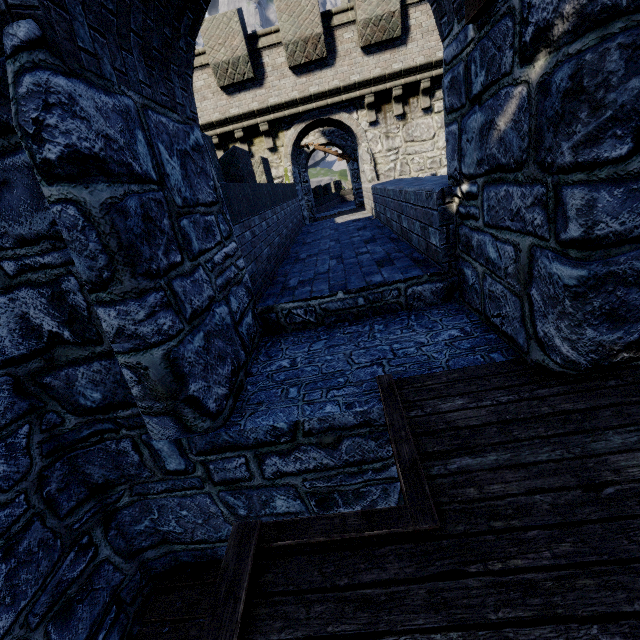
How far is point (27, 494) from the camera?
2.7m
